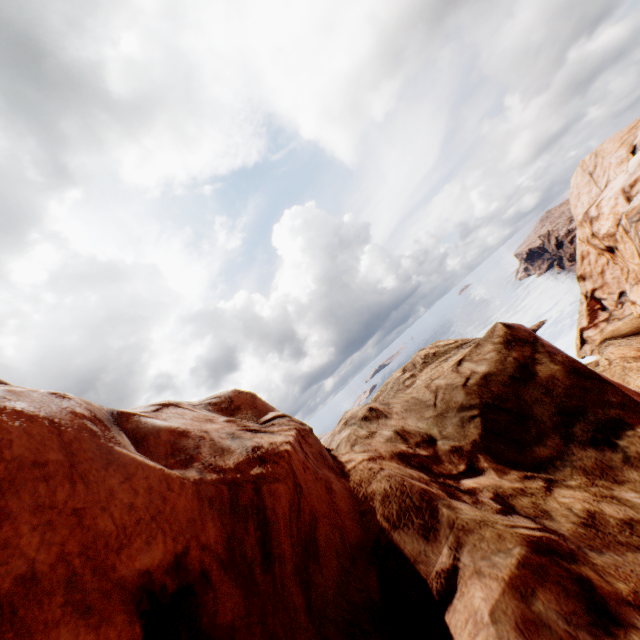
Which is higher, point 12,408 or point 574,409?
point 12,408
